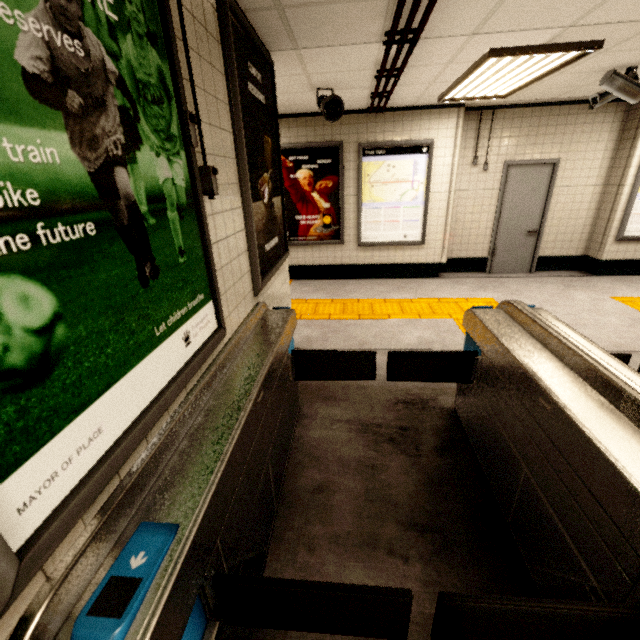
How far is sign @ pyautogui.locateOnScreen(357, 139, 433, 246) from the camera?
5.6m

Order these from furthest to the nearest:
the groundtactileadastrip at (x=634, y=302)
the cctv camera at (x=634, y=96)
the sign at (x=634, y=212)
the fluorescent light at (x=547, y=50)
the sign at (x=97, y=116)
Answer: the sign at (x=634, y=212), the groundtactileadastrip at (x=634, y=302), the cctv camera at (x=634, y=96), the fluorescent light at (x=547, y=50), the sign at (x=97, y=116)

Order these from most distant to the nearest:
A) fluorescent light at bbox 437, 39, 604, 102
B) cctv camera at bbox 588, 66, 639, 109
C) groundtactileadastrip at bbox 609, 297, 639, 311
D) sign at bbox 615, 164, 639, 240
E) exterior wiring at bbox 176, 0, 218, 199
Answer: sign at bbox 615, 164, 639, 240 → groundtactileadastrip at bbox 609, 297, 639, 311 → cctv camera at bbox 588, 66, 639, 109 → fluorescent light at bbox 437, 39, 604, 102 → exterior wiring at bbox 176, 0, 218, 199

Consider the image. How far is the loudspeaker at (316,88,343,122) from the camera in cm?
392

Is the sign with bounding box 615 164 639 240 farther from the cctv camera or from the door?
the cctv camera

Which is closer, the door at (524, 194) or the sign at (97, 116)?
the sign at (97, 116)

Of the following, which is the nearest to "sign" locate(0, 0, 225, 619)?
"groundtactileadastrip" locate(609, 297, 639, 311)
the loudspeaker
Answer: "groundtactileadastrip" locate(609, 297, 639, 311)

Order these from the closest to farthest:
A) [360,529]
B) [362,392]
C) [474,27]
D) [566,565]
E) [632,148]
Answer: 1. [566,565]
2. [360,529]
3. [474,27]
4. [362,392]
5. [632,148]
